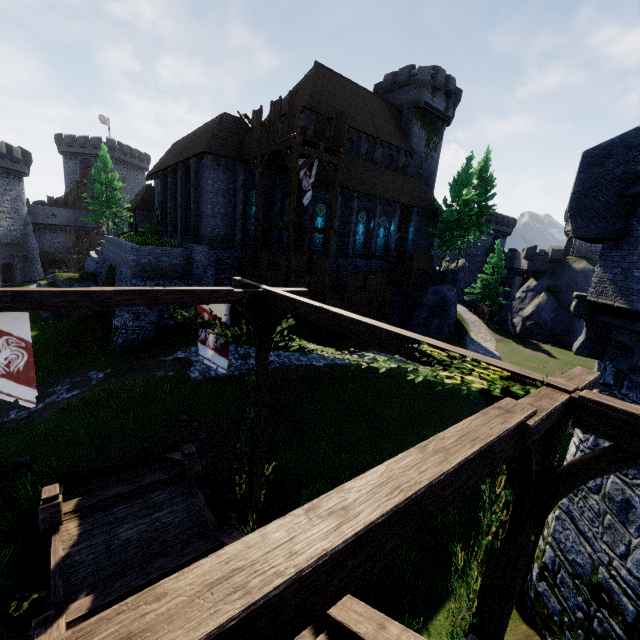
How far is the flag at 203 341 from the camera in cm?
769

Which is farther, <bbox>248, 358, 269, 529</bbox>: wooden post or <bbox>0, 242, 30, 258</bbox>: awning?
<bbox>0, 242, 30, 258</bbox>: awning

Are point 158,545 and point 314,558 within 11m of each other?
yes

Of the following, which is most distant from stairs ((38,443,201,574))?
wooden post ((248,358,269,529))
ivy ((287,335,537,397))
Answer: ivy ((287,335,537,397))

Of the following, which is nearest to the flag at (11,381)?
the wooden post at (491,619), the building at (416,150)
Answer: the wooden post at (491,619)

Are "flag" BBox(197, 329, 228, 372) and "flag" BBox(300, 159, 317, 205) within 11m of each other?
no

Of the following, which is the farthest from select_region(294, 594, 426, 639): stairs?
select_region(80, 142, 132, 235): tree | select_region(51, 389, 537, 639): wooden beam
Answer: select_region(80, 142, 132, 235): tree

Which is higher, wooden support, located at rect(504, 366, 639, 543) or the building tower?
the building tower
